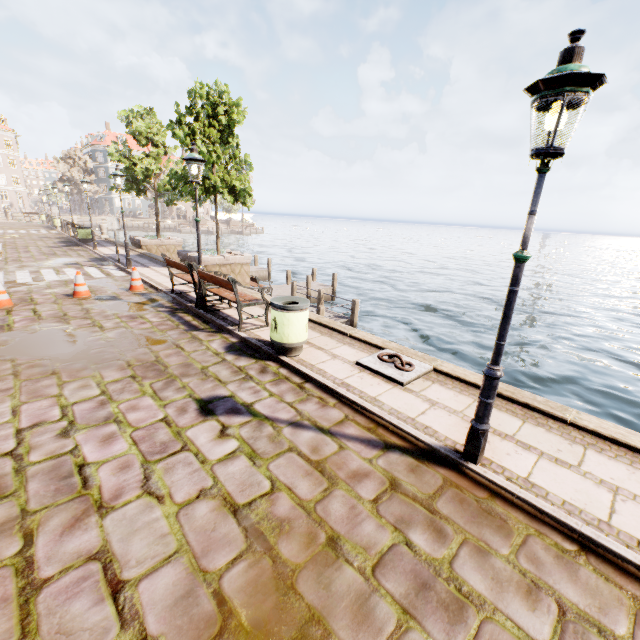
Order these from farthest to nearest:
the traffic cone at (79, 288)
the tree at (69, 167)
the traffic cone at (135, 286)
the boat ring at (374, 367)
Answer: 1. the tree at (69, 167)
2. the traffic cone at (135, 286)
3. the traffic cone at (79, 288)
4. the boat ring at (374, 367)

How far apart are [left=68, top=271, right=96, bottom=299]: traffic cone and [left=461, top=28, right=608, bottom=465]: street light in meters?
10.0 m

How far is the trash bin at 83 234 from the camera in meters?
20.3

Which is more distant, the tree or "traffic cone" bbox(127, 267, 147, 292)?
the tree

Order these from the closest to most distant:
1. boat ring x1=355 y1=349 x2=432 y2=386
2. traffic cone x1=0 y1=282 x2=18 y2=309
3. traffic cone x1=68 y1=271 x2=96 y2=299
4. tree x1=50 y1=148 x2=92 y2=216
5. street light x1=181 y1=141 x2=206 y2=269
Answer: boat ring x1=355 y1=349 x2=432 y2=386 → street light x1=181 y1=141 x2=206 y2=269 → traffic cone x1=0 y1=282 x2=18 y2=309 → traffic cone x1=68 y1=271 x2=96 y2=299 → tree x1=50 y1=148 x2=92 y2=216

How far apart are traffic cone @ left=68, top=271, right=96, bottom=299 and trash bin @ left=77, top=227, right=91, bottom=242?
14.4m

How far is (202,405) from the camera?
4.4m

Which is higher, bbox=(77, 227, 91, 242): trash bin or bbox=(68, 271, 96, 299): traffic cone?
bbox=(77, 227, 91, 242): trash bin
